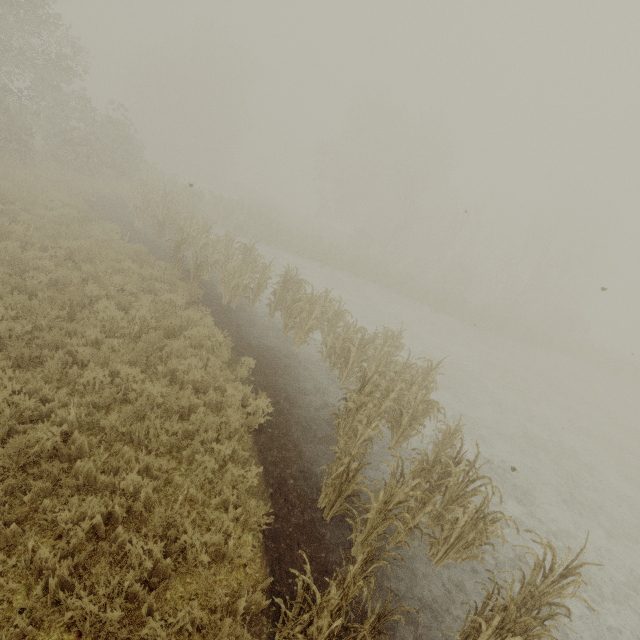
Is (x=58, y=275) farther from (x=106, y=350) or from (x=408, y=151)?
(x=408, y=151)
